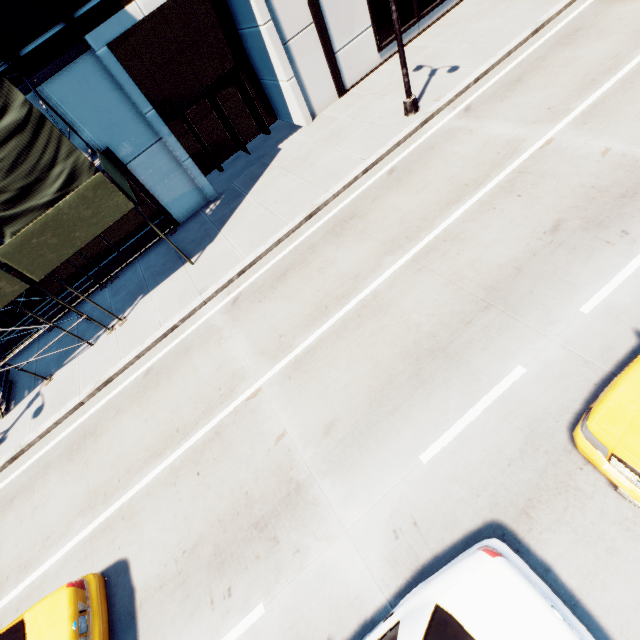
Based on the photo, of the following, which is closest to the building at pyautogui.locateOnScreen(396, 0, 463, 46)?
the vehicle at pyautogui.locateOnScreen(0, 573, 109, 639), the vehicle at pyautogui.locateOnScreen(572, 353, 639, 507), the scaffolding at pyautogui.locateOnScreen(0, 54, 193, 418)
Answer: the scaffolding at pyautogui.locateOnScreen(0, 54, 193, 418)

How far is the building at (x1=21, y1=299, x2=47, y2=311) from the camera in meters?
13.2 m

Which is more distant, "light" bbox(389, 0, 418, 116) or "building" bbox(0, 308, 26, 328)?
"building" bbox(0, 308, 26, 328)

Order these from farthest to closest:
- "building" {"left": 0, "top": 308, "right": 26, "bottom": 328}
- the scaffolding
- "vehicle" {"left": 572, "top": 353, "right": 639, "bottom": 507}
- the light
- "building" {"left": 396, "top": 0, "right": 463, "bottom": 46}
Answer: "building" {"left": 396, "top": 0, "right": 463, "bottom": 46}, "building" {"left": 0, "top": 308, "right": 26, "bottom": 328}, the light, the scaffolding, "vehicle" {"left": 572, "top": 353, "right": 639, "bottom": 507}

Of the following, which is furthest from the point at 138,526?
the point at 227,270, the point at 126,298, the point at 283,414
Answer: the point at 126,298

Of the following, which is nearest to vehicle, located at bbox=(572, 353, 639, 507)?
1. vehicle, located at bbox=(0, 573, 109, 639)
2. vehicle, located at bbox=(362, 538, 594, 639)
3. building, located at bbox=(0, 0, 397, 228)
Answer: vehicle, located at bbox=(362, 538, 594, 639)

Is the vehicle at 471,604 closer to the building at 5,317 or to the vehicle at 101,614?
the vehicle at 101,614

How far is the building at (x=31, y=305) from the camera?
13.2m
